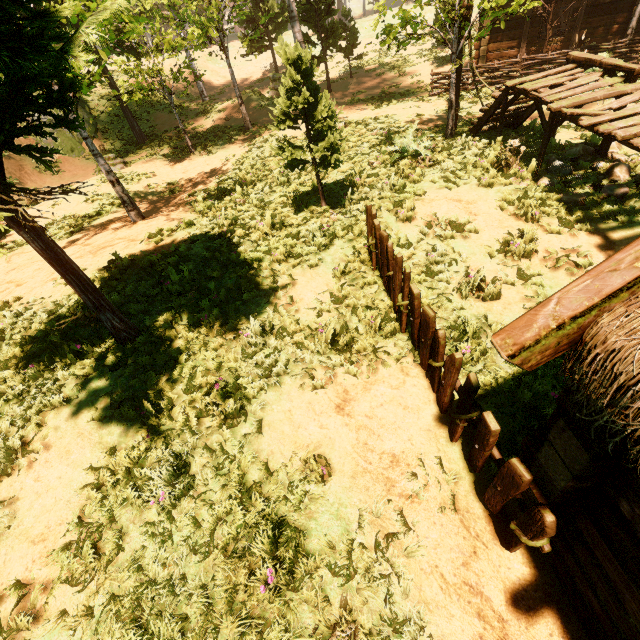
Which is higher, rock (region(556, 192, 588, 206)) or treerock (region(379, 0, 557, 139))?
treerock (region(379, 0, 557, 139))

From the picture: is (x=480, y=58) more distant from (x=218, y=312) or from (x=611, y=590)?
(x=611, y=590)

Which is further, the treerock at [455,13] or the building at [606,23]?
the building at [606,23]

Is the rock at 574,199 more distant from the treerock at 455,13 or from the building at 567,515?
the treerock at 455,13

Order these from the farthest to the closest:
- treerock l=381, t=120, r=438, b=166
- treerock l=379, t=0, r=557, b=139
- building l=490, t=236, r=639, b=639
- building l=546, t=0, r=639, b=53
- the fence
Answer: building l=546, t=0, r=639, b=53
treerock l=381, t=120, r=438, b=166
treerock l=379, t=0, r=557, b=139
the fence
building l=490, t=236, r=639, b=639

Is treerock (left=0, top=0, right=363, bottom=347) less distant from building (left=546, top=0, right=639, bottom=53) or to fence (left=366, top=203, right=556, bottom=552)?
building (left=546, top=0, right=639, bottom=53)

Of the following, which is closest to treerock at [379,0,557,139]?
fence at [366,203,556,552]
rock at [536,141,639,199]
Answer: fence at [366,203,556,552]

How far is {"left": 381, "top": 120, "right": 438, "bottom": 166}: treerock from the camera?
9.2 meters
